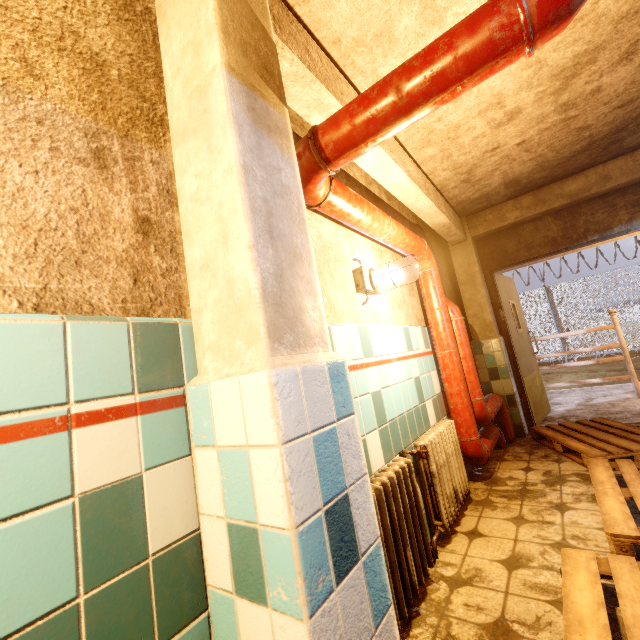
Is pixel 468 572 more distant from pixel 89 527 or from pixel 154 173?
pixel 154 173

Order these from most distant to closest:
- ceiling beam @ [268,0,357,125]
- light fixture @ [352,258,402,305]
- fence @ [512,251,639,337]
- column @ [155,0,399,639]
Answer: fence @ [512,251,639,337] → light fixture @ [352,258,402,305] → ceiling beam @ [268,0,357,125] → column @ [155,0,399,639]

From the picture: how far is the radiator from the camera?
1.5 meters

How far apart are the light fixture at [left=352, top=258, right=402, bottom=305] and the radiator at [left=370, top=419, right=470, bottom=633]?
1.0 meters

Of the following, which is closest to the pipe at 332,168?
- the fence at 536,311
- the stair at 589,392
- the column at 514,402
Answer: the column at 514,402

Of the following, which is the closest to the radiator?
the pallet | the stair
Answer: the pallet

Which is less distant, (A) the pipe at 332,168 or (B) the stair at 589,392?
(A) the pipe at 332,168

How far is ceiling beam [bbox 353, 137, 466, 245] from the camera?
2.3m
